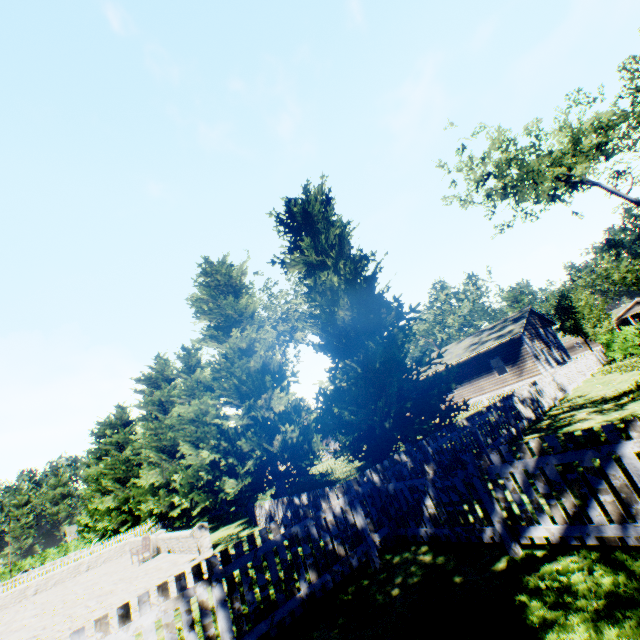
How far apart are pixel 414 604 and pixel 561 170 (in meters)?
24.06

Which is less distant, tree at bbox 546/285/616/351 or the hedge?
the hedge

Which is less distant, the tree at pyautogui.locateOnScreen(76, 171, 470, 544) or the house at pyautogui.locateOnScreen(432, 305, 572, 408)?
the tree at pyautogui.locateOnScreen(76, 171, 470, 544)

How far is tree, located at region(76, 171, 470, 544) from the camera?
10.3 meters

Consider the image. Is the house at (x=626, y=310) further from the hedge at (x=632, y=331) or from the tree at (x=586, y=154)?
the hedge at (x=632, y=331)

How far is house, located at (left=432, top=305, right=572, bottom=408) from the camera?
25.3m

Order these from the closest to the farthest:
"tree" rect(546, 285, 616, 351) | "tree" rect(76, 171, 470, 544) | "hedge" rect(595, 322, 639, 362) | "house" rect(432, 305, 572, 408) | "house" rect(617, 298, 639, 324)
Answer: "tree" rect(76, 171, 470, 544) < "hedge" rect(595, 322, 639, 362) < "house" rect(432, 305, 572, 408) < "tree" rect(546, 285, 616, 351) < "house" rect(617, 298, 639, 324)

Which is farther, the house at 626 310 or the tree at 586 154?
the house at 626 310
